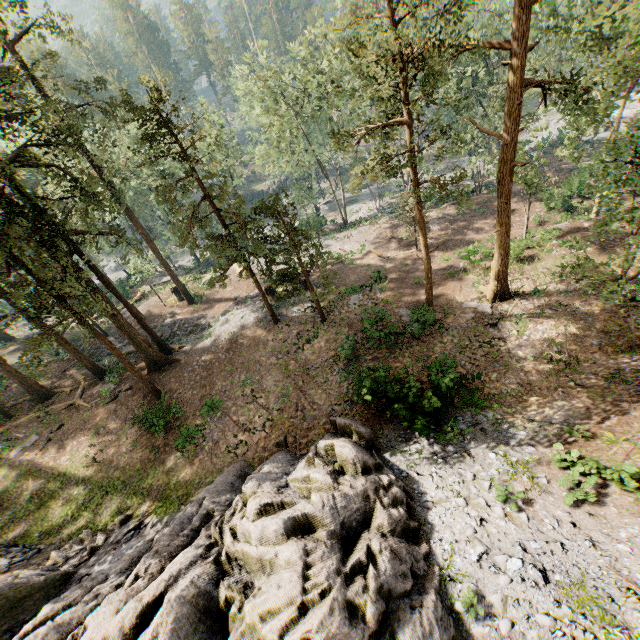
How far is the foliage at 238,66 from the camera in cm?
2572

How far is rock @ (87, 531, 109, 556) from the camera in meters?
14.1 m

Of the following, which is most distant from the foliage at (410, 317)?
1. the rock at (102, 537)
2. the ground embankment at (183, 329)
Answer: the rock at (102, 537)

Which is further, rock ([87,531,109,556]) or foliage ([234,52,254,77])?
foliage ([234,52,254,77])

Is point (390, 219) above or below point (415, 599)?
below

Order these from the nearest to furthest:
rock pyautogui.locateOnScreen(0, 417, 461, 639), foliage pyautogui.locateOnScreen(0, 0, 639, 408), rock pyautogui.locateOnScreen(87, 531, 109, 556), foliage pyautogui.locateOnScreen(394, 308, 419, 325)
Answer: rock pyautogui.locateOnScreen(0, 417, 461, 639), foliage pyautogui.locateOnScreen(0, 0, 639, 408), rock pyautogui.locateOnScreen(87, 531, 109, 556), foliage pyautogui.locateOnScreen(394, 308, 419, 325)

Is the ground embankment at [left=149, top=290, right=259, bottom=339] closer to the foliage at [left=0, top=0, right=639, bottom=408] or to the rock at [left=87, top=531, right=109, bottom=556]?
the foliage at [left=0, top=0, right=639, bottom=408]

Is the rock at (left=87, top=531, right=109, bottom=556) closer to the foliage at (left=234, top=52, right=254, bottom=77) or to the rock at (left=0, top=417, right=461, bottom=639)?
the rock at (left=0, top=417, right=461, bottom=639)
